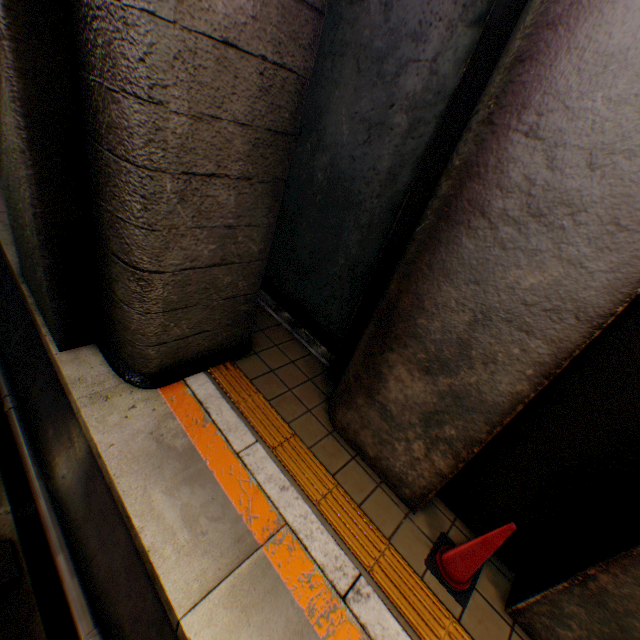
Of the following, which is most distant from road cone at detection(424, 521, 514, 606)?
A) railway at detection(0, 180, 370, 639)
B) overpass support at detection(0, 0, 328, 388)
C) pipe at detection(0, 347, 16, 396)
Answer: overpass support at detection(0, 0, 328, 388)

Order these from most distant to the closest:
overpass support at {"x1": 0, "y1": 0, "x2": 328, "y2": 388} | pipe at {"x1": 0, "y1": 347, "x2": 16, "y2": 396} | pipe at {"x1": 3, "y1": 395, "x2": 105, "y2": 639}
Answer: pipe at {"x1": 0, "y1": 347, "x2": 16, "y2": 396}, pipe at {"x1": 3, "y1": 395, "x2": 105, "y2": 639}, overpass support at {"x1": 0, "y1": 0, "x2": 328, "y2": 388}

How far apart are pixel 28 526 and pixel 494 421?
4.5 meters

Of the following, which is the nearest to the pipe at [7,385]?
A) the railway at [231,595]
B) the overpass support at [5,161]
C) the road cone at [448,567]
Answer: the railway at [231,595]

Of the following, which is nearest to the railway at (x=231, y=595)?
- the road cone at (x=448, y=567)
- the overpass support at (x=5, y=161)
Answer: the overpass support at (x=5, y=161)

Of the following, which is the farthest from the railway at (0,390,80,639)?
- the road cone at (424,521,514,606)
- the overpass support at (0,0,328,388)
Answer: the road cone at (424,521,514,606)

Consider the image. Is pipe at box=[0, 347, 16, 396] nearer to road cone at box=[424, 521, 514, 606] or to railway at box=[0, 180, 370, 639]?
railway at box=[0, 180, 370, 639]
